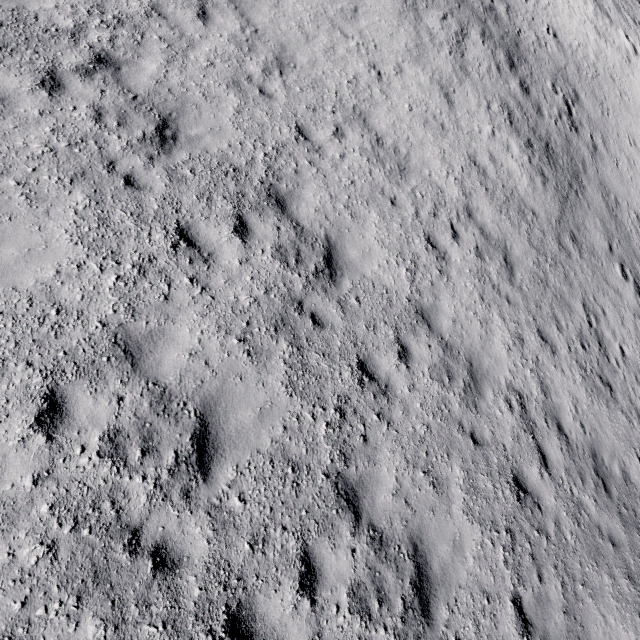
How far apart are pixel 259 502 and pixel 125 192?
5.5m
